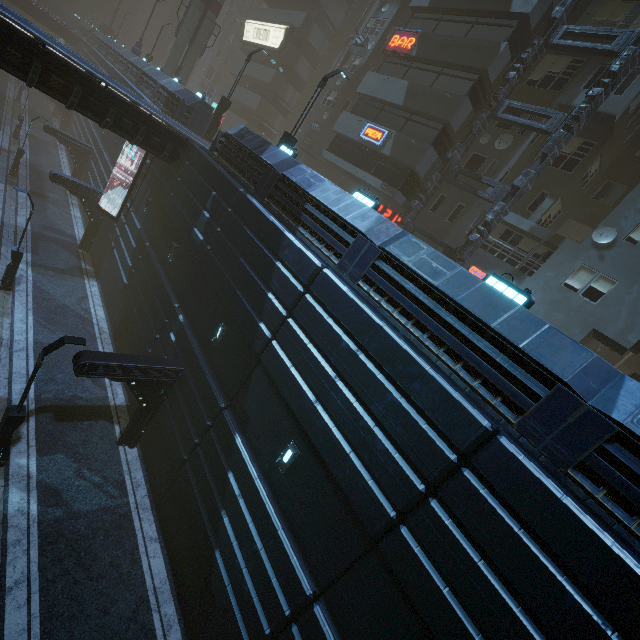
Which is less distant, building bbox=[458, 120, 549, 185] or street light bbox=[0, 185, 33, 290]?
street light bbox=[0, 185, 33, 290]

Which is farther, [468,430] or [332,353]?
[332,353]

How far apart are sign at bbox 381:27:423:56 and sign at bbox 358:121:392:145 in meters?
4.4 m

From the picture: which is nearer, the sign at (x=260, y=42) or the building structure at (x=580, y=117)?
the building structure at (x=580, y=117)

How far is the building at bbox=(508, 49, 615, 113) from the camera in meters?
17.1 m

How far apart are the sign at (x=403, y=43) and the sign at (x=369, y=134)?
4.37m

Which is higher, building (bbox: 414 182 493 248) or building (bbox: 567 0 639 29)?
building (bbox: 567 0 639 29)

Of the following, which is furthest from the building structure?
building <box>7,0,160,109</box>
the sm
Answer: the sm
